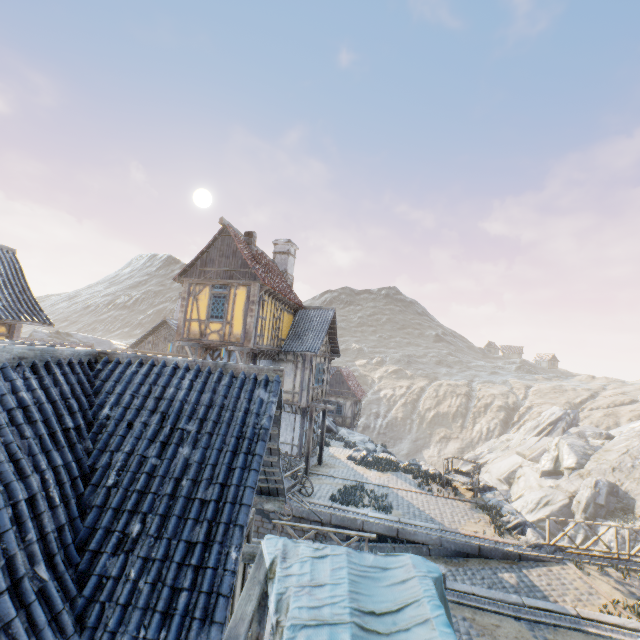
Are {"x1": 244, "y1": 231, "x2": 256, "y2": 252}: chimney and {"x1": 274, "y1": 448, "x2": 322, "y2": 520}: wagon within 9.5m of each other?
no

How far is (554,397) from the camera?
59.9 meters

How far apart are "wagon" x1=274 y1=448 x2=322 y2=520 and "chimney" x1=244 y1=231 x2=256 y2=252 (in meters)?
10.46

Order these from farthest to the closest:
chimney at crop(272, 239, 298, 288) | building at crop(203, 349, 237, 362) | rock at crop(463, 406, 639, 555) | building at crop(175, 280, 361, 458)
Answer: chimney at crop(272, 239, 298, 288) < rock at crop(463, 406, 639, 555) < building at crop(203, 349, 237, 362) < building at crop(175, 280, 361, 458)

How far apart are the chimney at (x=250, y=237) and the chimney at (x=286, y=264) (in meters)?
4.59

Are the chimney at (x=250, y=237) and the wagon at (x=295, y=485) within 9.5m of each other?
no

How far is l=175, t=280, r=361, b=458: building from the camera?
15.1m

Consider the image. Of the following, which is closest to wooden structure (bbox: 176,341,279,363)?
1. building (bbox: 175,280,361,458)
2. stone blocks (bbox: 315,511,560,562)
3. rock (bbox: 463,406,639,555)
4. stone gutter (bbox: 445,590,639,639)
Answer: building (bbox: 175,280,361,458)
